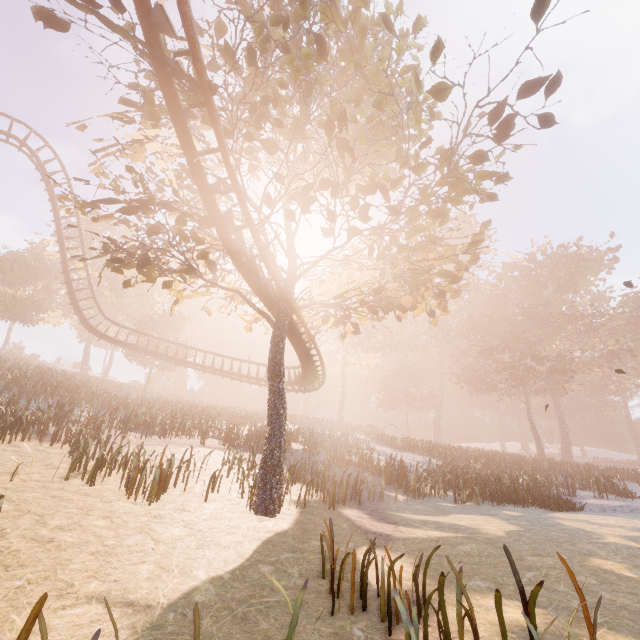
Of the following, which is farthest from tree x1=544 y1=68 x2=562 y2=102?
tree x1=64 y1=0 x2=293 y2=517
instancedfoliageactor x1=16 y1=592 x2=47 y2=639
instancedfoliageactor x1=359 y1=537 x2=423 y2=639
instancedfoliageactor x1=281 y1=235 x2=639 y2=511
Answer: instancedfoliageactor x1=281 y1=235 x2=639 y2=511

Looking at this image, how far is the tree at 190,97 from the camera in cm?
761

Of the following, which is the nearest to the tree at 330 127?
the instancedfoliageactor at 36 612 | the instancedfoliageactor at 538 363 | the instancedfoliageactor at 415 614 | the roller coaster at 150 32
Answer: the roller coaster at 150 32

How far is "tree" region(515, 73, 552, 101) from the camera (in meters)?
7.95

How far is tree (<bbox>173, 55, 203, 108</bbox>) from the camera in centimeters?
761cm

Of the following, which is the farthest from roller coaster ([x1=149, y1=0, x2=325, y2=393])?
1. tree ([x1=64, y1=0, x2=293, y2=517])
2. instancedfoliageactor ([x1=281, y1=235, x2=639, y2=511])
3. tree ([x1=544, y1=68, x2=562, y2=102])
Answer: instancedfoliageactor ([x1=281, y1=235, x2=639, y2=511])

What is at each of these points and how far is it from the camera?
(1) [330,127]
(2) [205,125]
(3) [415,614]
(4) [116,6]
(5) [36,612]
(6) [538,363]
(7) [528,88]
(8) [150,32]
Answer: (1) tree, 8.0 meters
(2) tree, 11.2 meters
(3) instancedfoliageactor, 3.4 meters
(4) tree, 6.4 meters
(5) instancedfoliageactor, 2.4 meters
(6) instancedfoliageactor, 39.9 meters
(7) tree, 8.2 meters
(8) roller coaster, 7.2 meters

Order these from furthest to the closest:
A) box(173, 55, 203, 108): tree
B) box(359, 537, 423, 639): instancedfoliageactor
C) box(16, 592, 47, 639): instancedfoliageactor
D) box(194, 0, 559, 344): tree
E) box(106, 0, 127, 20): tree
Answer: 1. box(194, 0, 559, 344): tree
2. box(173, 55, 203, 108): tree
3. box(106, 0, 127, 20): tree
4. box(359, 537, 423, 639): instancedfoliageactor
5. box(16, 592, 47, 639): instancedfoliageactor
